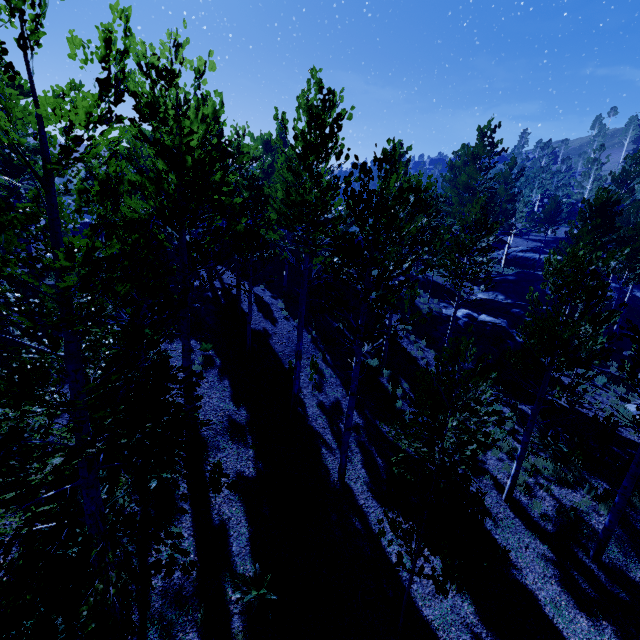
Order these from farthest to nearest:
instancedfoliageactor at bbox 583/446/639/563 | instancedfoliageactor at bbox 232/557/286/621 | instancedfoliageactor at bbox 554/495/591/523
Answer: instancedfoliageactor at bbox 554/495/591/523, instancedfoliageactor at bbox 583/446/639/563, instancedfoliageactor at bbox 232/557/286/621

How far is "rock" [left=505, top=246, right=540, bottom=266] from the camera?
40.9m

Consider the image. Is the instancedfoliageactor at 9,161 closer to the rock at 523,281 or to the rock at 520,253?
the rock at 523,281

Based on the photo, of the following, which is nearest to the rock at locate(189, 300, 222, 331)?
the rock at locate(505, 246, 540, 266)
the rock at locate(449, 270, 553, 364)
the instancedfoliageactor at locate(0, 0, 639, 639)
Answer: the instancedfoliageactor at locate(0, 0, 639, 639)

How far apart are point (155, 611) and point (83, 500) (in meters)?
3.13

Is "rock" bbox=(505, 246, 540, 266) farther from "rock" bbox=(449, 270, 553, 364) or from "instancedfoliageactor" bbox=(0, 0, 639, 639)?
"rock" bbox=(449, 270, 553, 364)

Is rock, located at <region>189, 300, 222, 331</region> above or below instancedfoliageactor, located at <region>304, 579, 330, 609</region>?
above

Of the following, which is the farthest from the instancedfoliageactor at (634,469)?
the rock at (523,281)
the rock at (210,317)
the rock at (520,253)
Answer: the rock at (210,317)
